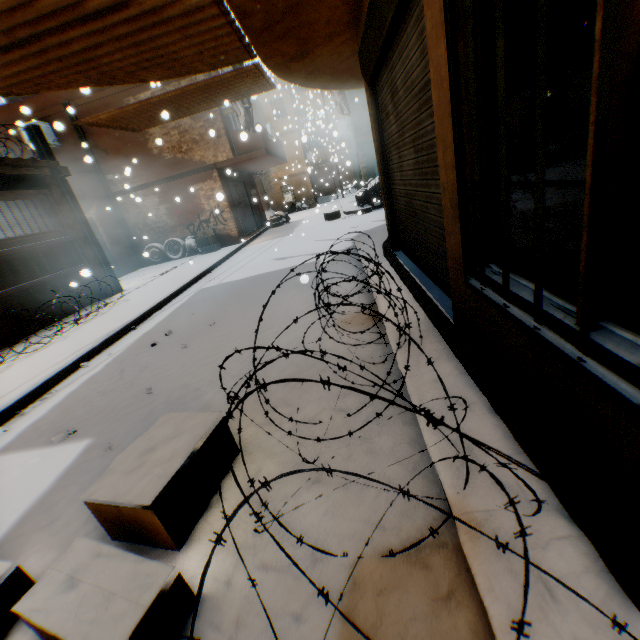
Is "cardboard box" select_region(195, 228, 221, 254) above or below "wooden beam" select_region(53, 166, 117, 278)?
below

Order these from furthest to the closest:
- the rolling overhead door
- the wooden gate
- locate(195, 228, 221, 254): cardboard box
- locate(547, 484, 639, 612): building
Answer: the rolling overhead door
locate(195, 228, 221, 254): cardboard box
the wooden gate
locate(547, 484, 639, 612): building

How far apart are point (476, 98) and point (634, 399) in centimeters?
177cm

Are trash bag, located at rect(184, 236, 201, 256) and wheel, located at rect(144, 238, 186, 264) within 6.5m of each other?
yes

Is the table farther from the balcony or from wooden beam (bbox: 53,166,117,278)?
wooden beam (bbox: 53,166,117,278)

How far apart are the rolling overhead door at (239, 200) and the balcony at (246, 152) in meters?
0.0

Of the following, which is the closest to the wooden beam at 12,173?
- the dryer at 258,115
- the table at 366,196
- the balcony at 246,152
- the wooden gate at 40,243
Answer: the wooden gate at 40,243

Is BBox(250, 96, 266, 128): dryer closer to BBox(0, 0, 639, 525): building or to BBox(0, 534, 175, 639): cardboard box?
BBox(0, 0, 639, 525): building
